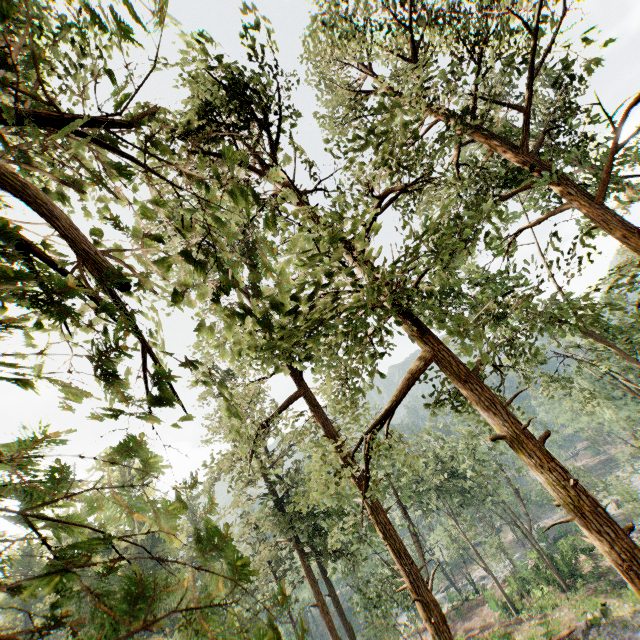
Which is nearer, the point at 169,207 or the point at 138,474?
the point at 138,474

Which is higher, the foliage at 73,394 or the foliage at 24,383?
the foliage at 24,383

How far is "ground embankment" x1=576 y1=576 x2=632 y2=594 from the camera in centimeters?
2470cm

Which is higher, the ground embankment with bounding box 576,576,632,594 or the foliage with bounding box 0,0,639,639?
the foliage with bounding box 0,0,639,639

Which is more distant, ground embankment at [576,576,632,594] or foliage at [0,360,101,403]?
ground embankment at [576,576,632,594]

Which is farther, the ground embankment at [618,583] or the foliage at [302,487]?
the ground embankment at [618,583]
